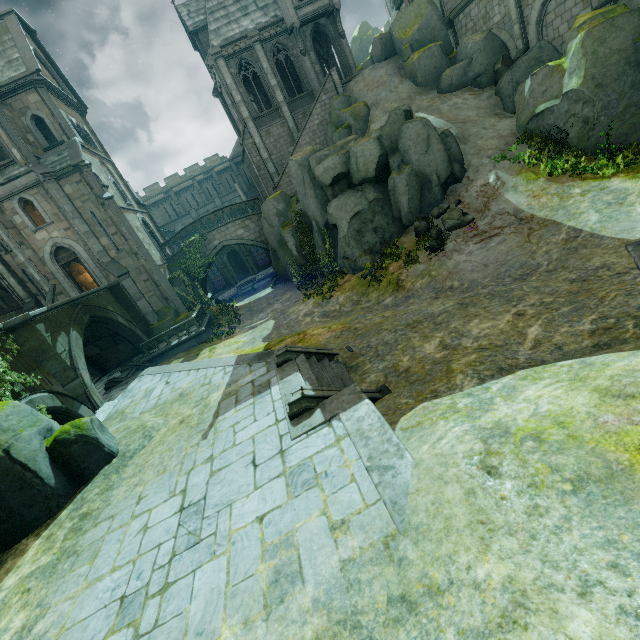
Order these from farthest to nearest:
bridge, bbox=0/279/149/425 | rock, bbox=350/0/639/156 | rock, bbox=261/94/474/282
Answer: → rock, bbox=261/94/474/282 < rock, bbox=350/0/639/156 < bridge, bbox=0/279/149/425

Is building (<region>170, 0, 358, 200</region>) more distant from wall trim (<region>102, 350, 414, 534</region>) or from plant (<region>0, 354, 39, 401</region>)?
plant (<region>0, 354, 39, 401</region>)

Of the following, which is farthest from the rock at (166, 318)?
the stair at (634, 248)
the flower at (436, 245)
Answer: the stair at (634, 248)

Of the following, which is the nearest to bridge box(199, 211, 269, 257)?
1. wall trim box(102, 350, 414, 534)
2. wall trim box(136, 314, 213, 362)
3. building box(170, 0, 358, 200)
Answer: building box(170, 0, 358, 200)

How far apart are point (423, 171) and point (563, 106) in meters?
6.1

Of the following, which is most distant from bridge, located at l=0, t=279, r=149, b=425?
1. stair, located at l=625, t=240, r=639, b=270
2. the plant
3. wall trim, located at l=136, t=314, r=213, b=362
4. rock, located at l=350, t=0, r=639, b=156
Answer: rock, located at l=350, t=0, r=639, b=156

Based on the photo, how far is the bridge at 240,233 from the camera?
26.66m

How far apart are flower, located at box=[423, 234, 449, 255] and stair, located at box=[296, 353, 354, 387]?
7.94m
